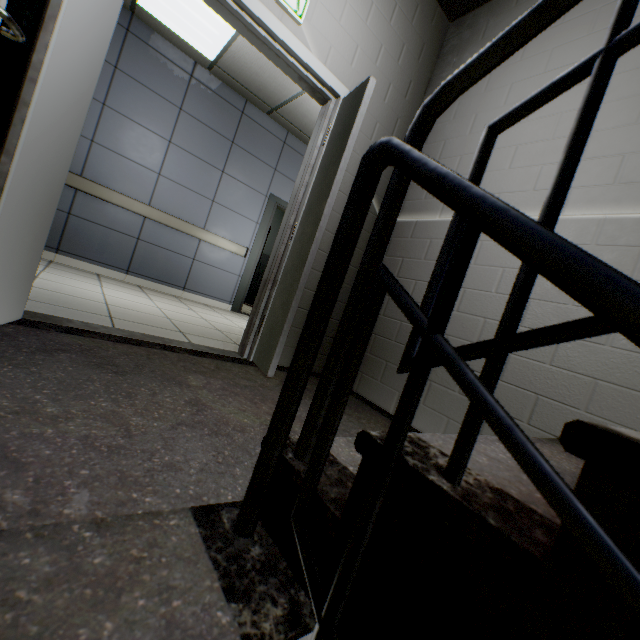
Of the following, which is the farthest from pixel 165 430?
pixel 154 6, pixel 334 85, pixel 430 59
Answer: pixel 154 6

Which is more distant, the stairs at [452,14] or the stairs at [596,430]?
the stairs at [452,14]

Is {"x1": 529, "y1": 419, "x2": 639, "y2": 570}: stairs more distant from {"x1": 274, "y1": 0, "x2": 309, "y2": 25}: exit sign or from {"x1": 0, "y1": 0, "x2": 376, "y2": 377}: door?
{"x1": 274, "y1": 0, "x2": 309, "y2": 25}: exit sign

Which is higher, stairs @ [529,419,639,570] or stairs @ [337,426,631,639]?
stairs @ [529,419,639,570]

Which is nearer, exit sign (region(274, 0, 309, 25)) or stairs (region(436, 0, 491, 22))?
exit sign (region(274, 0, 309, 25))

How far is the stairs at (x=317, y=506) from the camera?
0.6m

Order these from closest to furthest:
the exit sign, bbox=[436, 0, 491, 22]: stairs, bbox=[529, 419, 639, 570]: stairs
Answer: bbox=[529, 419, 639, 570]: stairs
the exit sign
bbox=[436, 0, 491, 22]: stairs

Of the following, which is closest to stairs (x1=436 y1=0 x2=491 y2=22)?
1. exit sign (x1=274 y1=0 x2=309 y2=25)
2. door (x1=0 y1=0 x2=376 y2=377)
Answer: door (x1=0 y1=0 x2=376 y2=377)
